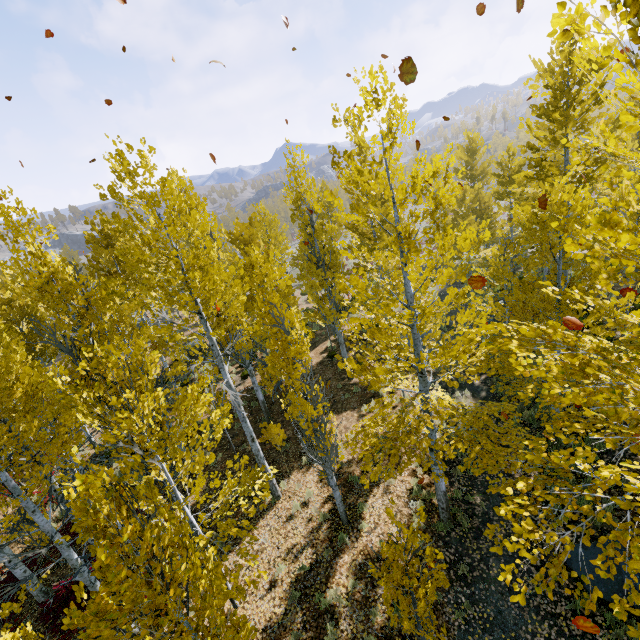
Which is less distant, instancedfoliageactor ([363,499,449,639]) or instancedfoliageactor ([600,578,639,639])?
instancedfoliageactor ([600,578,639,639])

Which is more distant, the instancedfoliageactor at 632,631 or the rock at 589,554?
the rock at 589,554

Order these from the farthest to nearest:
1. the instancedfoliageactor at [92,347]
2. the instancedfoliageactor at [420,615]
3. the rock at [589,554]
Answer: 1. the rock at [589,554]
2. the instancedfoliageactor at [420,615]
3. the instancedfoliageactor at [92,347]

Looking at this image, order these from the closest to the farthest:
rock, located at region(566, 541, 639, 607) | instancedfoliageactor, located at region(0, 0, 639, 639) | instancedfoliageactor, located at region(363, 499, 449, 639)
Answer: instancedfoliageactor, located at region(0, 0, 639, 639)
instancedfoliageactor, located at region(363, 499, 449, 639)
rock, located at region(566, 541, 639, 607)

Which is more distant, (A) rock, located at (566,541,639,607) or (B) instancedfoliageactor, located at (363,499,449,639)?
(A) rock, located at (566,541,639,607)

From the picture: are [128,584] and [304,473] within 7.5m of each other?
no

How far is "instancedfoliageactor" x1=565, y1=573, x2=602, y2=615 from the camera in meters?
3.4 m

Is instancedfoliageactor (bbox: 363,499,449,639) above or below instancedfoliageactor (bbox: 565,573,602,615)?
below
